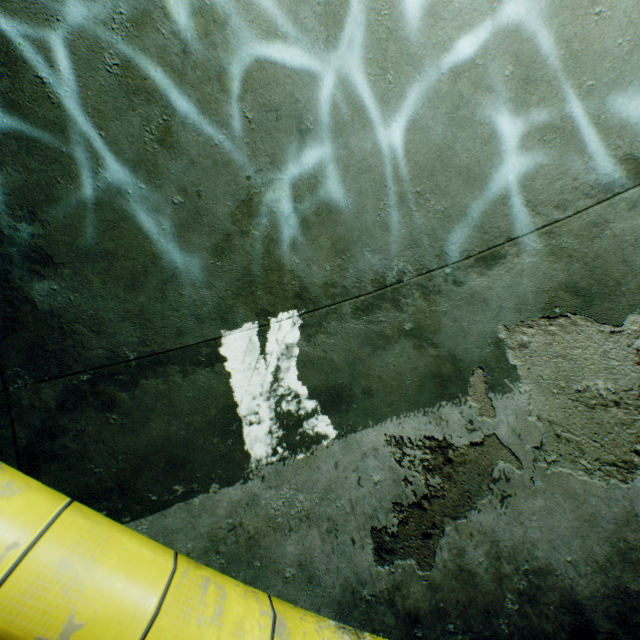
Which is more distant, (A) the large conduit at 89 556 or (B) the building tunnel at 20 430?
(B) the building tunnel at 20 430

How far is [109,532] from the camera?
1.23m

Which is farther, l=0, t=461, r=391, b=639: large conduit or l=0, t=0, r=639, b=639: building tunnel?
l=0, t=0, r=639, b=639: building tunnel
